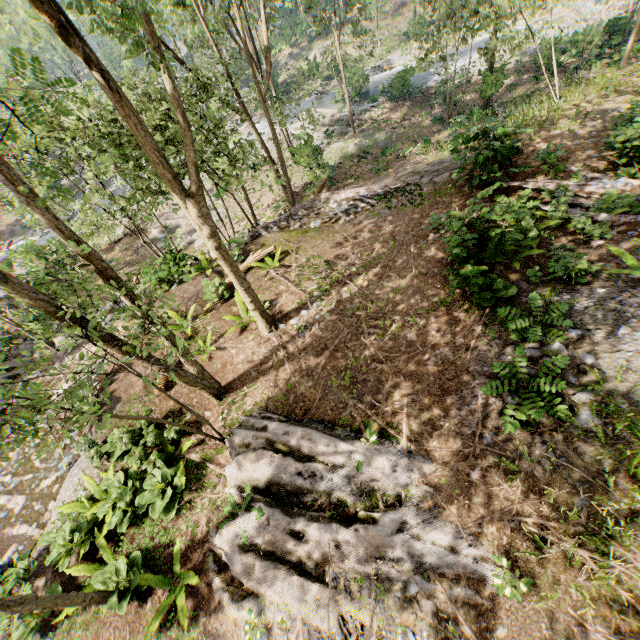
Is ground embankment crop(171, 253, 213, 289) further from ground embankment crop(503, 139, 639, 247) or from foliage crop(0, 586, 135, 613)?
ground embankment crop(503, 139, 639, 247)

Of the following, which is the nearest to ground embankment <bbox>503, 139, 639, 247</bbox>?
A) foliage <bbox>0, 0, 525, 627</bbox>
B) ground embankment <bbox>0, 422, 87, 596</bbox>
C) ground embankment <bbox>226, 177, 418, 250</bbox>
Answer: foliage <bbox>0, 0, 525, 627</bbox>

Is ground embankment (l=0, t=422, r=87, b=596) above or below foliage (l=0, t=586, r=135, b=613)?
below

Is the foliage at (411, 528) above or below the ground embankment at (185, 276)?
above

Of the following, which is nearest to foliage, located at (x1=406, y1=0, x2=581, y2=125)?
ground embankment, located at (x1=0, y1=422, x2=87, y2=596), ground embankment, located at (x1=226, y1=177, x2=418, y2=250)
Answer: ground embankment, located at (x1=0, y1=422, x2=87, y2=596)

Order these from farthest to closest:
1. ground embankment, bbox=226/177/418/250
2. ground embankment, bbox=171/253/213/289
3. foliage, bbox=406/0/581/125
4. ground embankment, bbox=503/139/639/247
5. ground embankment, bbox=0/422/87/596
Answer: foliage, bbox=406/0/581/125 < ground embankment, bbox=226/177/418/250 < ground embankment, bbox=171/253/213/289 < ground embankment, bbox=503/139/639/247 < ground embankment, bbox=0/422/87/596

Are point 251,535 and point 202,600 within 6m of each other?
yes

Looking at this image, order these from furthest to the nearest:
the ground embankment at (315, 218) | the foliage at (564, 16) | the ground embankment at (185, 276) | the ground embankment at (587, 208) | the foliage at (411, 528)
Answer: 1. the foliage at (564, 16)
2. the ground embankment at (315, 218)
3. the ground embankment at (185, 276)
4. the ground embankment at (587, 208)
5. the foliage at (411, 528)
